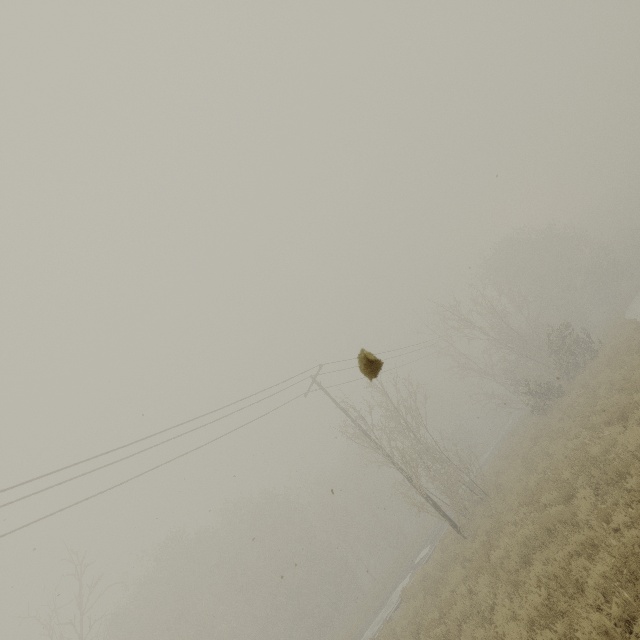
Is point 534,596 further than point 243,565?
No
